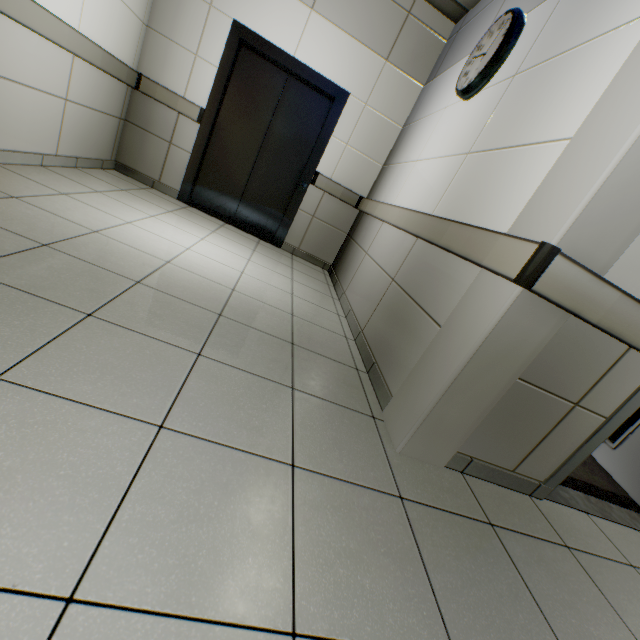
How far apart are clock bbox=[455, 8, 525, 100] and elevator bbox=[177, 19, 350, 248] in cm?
164

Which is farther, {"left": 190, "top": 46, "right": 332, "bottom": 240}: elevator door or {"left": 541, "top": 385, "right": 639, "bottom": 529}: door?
{"left": 190, "top": 46, "right": 332, "bottom": 240}: elevator door

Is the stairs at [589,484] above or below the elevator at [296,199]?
below

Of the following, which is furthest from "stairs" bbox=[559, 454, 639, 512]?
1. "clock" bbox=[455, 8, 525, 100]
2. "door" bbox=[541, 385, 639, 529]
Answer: "clock" bbox=[455, 8, 525, 100]

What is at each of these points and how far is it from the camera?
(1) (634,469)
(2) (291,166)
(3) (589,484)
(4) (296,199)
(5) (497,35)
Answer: (1) door, 2.6 meters
(2) elevator door, 4.3 meters
(3) stairs, 2.4 meters
(4) elevator, 4.4 meters
(5) clock, 2.4 meters

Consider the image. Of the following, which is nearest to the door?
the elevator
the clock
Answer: the clock

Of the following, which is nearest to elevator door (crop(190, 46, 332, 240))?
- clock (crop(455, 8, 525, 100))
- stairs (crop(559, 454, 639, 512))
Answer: stairs (crop(559, 454, 639, 512))

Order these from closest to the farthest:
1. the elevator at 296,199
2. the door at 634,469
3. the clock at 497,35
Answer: the door at 634,469 → the clock at 497,35 → the elevator at 296,199
